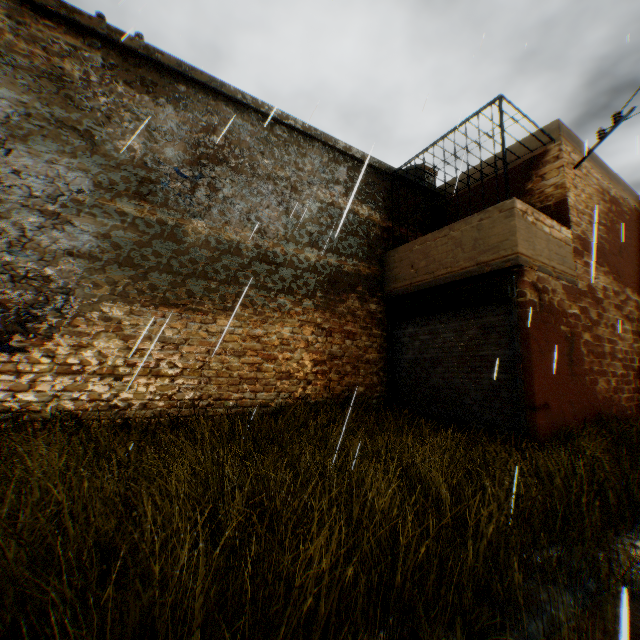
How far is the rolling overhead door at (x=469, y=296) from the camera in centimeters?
601cm

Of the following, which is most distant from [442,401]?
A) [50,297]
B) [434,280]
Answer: [50,297]

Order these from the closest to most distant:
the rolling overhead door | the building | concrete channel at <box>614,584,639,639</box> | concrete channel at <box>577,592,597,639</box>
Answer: concrete channel at <box>614,584,639,639</box> → concrete channel at <box>577,592,597,639</box> → the building → the rolling overhead door

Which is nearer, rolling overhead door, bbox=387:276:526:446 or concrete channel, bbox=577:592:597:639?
concrete channel, bbox=577:592:597:639

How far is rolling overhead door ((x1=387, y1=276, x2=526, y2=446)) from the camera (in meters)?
6.01

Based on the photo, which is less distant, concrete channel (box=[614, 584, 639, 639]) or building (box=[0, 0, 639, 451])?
concrete channel (box=[614, 584, 639, 639])

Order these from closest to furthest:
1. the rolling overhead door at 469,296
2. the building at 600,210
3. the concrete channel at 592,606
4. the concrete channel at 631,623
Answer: the concrete channel at 631,623
the concrete channel at 592,606
the building at 600,210
the rolling overhead door at 469,296
